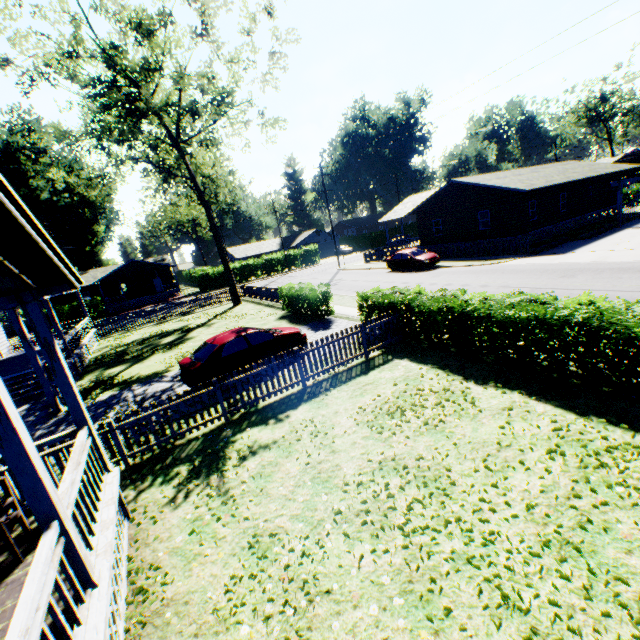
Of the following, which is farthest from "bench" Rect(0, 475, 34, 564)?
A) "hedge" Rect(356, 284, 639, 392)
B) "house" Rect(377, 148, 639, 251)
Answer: "house" Rect(377, 148, 639, 251)

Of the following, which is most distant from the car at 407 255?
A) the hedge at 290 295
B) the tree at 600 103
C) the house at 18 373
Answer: the tree at 600 103

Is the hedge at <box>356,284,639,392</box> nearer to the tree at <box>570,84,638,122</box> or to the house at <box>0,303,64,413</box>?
the house at <box>0,303,64,413</box>

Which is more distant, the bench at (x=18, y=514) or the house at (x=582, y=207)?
the house at (x=582, y=207)

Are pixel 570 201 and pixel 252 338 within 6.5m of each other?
no

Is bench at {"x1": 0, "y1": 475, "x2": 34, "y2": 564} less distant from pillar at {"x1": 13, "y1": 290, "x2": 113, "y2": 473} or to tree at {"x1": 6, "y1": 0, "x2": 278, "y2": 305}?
pillar at {"x1": 13, "y1": 290, "x2": 113, "y2": 473}

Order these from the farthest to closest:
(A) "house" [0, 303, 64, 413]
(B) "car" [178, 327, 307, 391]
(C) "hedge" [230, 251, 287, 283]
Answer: (C) "hedge" [230, 251, 287, 283] < (A) "house" [0, 303, 64, 413] < (B) "car" [178, 327, 307, 391]

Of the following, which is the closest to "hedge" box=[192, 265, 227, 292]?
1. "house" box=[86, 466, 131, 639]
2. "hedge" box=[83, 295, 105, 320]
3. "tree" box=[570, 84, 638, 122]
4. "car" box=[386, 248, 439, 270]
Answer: "hedge" box=[83, 295, 105, 320]
